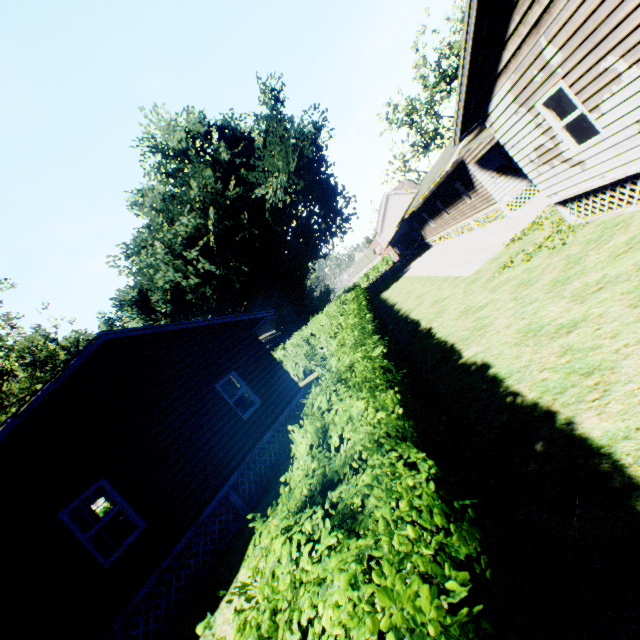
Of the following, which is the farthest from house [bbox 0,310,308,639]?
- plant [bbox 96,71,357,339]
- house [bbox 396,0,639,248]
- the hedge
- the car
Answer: the car

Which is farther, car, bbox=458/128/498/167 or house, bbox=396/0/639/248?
car, bbox=458/128/498/167

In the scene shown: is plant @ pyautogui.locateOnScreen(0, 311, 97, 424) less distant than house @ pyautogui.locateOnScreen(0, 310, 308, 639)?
No

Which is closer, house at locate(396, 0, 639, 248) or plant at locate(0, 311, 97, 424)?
house at locate(396, 0, 639, 248)

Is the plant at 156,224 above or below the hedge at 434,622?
above

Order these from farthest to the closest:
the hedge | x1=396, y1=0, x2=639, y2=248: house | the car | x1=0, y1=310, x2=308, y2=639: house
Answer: the car
x1=0, y1=310, x2=308, y2=639: house
x1=396, y1=0, x2=639, y2=248: house
the hedge

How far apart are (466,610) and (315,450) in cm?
210

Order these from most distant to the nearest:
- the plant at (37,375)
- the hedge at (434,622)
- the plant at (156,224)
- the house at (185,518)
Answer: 1. the plant at (156,224)
2. the plant at (37,375)
3. the house at (185,518)
4. the hedge at (434,622)
